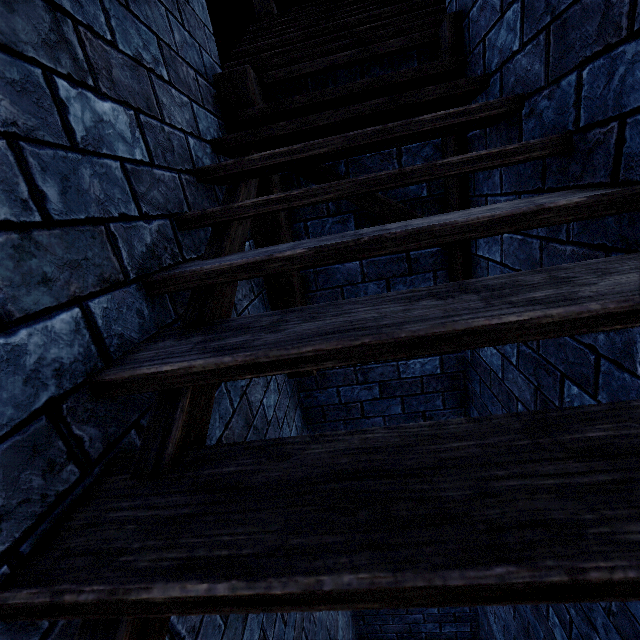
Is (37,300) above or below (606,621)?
above
